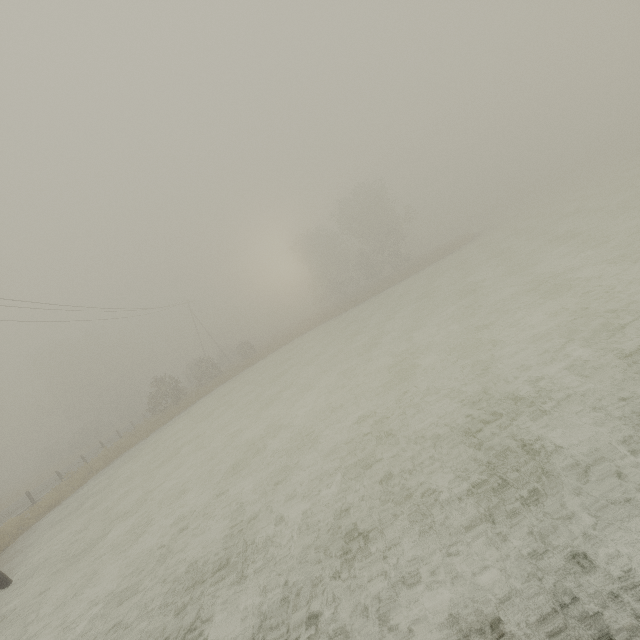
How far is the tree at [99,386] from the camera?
47.2 meters

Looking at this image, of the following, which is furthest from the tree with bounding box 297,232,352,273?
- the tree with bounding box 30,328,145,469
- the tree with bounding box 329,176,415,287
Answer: the tree with bounding box 30,328,145,469

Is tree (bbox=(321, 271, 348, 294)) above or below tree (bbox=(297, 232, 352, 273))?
below

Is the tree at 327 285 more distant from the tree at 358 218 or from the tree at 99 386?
the tree at 99 386

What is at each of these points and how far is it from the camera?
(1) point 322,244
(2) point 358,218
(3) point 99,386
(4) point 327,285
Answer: (1) tree, 58.7 meters
(2) tree, 47.1 meters
(3) tree, 54.6 meters
(4) tree, 57.9 meters
